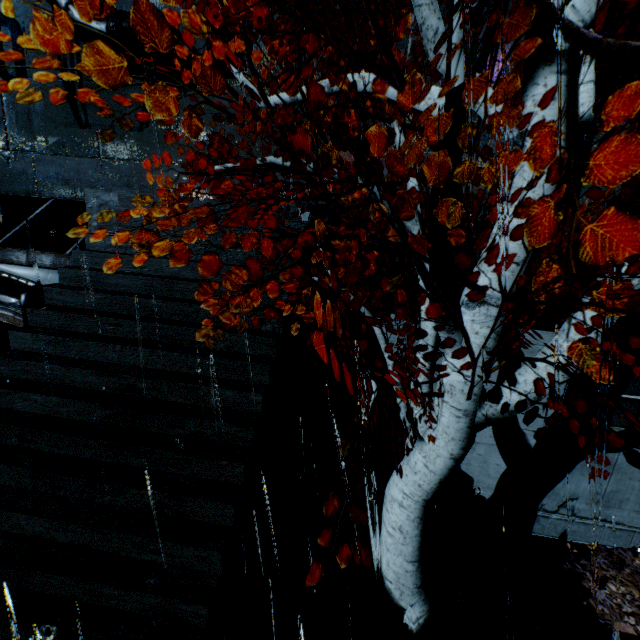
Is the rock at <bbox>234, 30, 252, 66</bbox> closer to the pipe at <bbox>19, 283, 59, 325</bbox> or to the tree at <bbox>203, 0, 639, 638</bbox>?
the tree at <bbox>203, 0, 639, 638</bbox>

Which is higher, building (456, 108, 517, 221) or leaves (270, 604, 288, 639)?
building (456, 108, 517, 221)

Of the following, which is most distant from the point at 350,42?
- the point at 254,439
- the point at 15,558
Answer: the point at 15,558

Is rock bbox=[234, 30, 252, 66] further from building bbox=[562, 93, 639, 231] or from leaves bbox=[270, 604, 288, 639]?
leaves bbox=[270, 604, 288, 639]

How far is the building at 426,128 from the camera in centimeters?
611cm

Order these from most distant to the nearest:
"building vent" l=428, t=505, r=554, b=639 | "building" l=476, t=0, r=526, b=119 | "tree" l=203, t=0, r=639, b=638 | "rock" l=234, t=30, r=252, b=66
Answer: "rock" l=234, t=30, r=252, b=66
"building" l=476, t=0, r=526, b=119
"building vent" l=428, t=505, r=554, b=639
"tree" l=203, t=0, r=639, b=638

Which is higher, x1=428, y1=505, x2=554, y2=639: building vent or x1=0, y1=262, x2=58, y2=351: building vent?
x1=0, y1=262, x2=58, y2=351: building vent

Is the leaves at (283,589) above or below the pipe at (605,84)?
below
